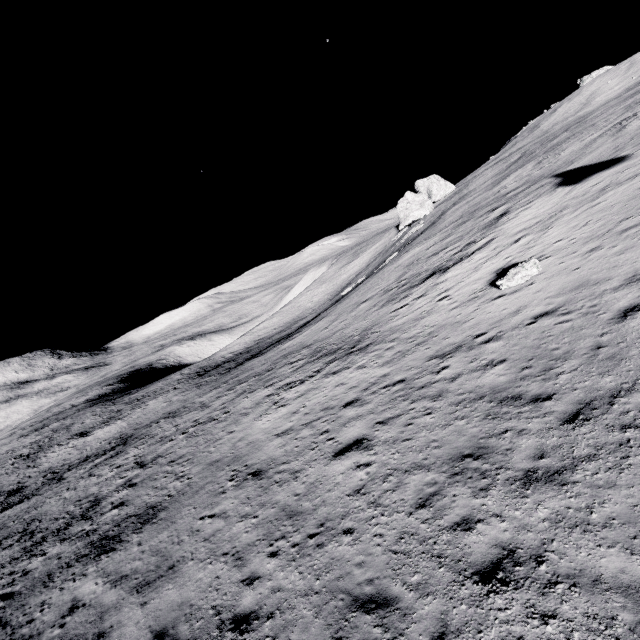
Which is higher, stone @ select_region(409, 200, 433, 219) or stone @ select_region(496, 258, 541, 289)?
stone @ select_region(409, 200, 433, 219)

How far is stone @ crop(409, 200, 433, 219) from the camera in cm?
5884

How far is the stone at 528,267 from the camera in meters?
14.5

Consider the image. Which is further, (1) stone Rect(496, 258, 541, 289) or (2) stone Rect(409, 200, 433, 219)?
(2) stone Rect(409, 200, 433, 219)

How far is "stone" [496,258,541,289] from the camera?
14.5m

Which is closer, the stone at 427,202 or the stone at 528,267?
the stone at 528,267

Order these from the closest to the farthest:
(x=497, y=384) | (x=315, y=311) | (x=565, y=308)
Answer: (x=497, y=384) → (x=565, y=308) → (x=315, y=311)
